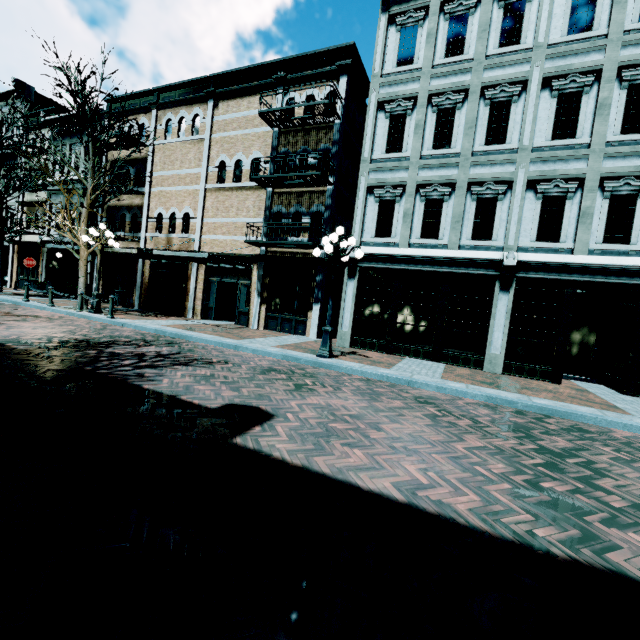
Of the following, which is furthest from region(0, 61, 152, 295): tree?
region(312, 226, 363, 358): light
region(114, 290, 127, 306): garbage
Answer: region(312, 226, 363, 358): light

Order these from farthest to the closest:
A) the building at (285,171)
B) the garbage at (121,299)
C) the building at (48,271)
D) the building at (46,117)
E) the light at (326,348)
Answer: the building at (48,271), the building at (46,117), the garbage at (121,299), the building at (285,171), the light at (326,348)

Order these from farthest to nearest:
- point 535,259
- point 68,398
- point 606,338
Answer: point 606,338, point 535,259, point 68,398

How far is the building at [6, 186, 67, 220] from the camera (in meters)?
20.72

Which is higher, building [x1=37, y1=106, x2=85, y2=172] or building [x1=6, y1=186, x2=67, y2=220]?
building [x1=37, y1=106, x2=85, y2=172]

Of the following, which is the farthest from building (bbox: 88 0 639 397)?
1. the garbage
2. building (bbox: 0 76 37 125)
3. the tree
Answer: the garbage

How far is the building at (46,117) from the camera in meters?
19.8 m

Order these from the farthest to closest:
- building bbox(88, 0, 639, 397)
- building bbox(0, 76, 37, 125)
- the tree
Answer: building bbox(0, 76, 37, 125), the tree, building bbox(88, 0, 639, 397)
